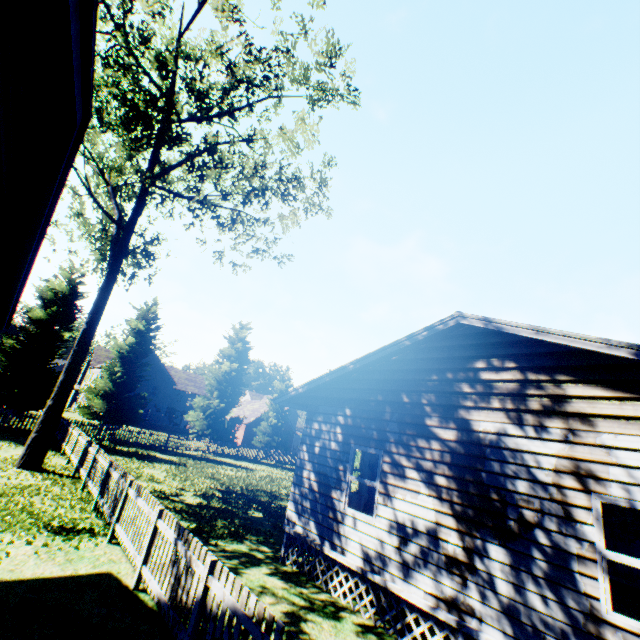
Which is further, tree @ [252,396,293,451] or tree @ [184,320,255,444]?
tree @ [252,396,293,451]

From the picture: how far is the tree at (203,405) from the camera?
31.6 meters

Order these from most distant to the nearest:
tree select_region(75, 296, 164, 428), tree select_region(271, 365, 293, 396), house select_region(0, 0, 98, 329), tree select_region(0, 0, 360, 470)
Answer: tree select_region(271, 365, 293, 396)
tree select_region(75, 296, 164, 428)
tree select_region(0, 0, 360, 470)
house select_region(0, 0, 98, 329)

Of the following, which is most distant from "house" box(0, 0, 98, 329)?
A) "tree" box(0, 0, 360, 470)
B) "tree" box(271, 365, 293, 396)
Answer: "tree" box(271, 365, 293, 396)

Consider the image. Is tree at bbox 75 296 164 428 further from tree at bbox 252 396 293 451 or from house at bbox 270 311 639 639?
house at bbox 270 311 639 639

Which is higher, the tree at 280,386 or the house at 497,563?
the tree at 280,386

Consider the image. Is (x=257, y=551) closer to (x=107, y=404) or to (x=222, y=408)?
(x=107, y=404)

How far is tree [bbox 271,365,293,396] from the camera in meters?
38.3
